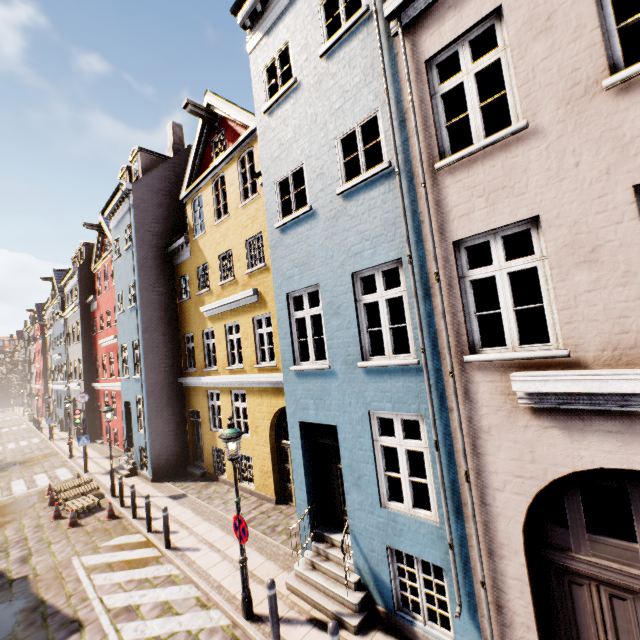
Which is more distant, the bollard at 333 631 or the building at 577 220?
the bollard at 333 631

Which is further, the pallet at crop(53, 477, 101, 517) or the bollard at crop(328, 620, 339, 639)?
the pallet at crop(53, 477, 101, 517)

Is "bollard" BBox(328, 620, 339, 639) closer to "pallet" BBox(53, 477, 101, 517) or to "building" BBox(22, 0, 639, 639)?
"building" BBox(22, 0, 639, 639)

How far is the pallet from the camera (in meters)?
12.16

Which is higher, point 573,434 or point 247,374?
point 247,374

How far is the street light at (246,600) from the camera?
6.3 meters

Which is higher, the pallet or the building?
the building

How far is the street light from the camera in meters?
6.3
